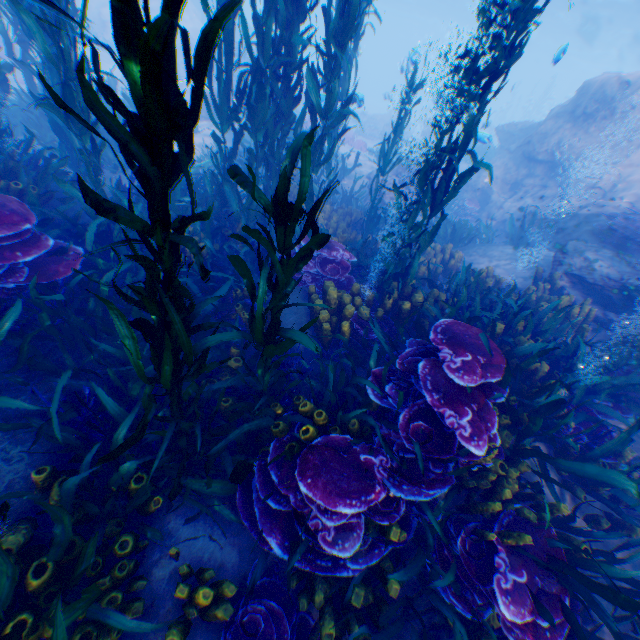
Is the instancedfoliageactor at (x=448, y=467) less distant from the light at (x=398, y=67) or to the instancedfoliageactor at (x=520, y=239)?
the light at (x=398, y=67)

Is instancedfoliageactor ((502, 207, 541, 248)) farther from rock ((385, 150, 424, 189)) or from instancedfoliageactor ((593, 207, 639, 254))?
instancedfoliageactor ((593, 207, 639, 254))

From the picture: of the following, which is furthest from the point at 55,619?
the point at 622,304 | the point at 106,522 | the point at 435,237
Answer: the point at 435,237

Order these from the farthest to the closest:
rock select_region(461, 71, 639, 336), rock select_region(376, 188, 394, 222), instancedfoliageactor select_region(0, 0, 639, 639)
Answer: rock select_region(376, 188, 394, 222) → rock select_region(461, 71, 639, 336) → instancedfoliageactor select_region(0, 0, 639, 639)

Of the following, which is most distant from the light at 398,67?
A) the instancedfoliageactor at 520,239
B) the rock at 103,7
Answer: the instancedfoliageactor at 520,239

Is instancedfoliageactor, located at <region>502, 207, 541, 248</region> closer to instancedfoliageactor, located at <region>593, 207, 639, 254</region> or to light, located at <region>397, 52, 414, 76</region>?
instancedfoliageactor, located at <region>593, 207, 639, 254</region>
